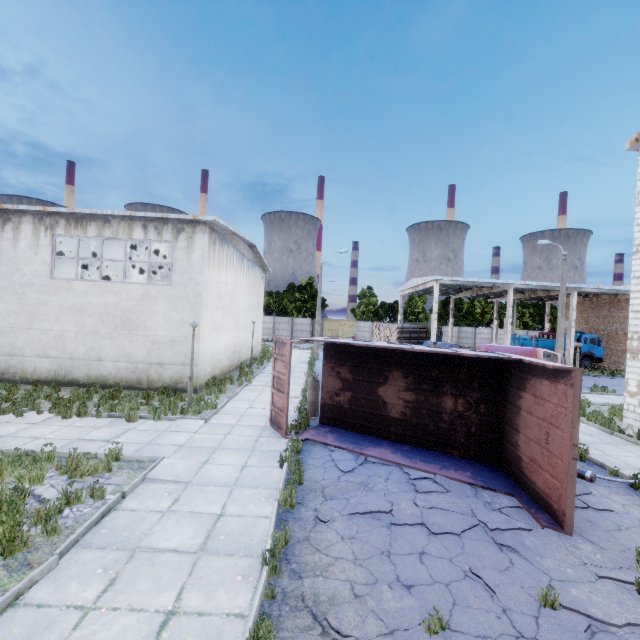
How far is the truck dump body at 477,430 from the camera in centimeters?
619cm

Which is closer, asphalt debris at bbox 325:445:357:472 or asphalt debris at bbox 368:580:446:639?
asphalt debris at bbox 368:580:446:639

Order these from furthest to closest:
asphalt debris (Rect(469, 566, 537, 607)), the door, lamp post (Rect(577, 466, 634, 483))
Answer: the door, lamp post (Rect(577, 466, 634, 483)), asphalt debris (Rect(469, 566, 537, 607))

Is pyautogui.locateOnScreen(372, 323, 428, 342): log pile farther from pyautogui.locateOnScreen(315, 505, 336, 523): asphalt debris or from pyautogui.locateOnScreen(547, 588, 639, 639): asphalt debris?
pyautogui.locateOnScreen(547, 588, 639, 639): asphalt debris

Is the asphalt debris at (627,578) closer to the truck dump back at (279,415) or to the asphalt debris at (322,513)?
the asphalt debris at (322,513)

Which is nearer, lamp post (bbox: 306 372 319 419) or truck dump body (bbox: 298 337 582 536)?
truck dump body (bbox: 298 337 582 536)

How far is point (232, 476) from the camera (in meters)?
7.46

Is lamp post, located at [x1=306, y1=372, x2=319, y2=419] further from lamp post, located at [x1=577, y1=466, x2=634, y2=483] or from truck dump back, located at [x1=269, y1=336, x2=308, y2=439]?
lamp post, located at [x1=577, y1=466, x2=634, y2=483]
